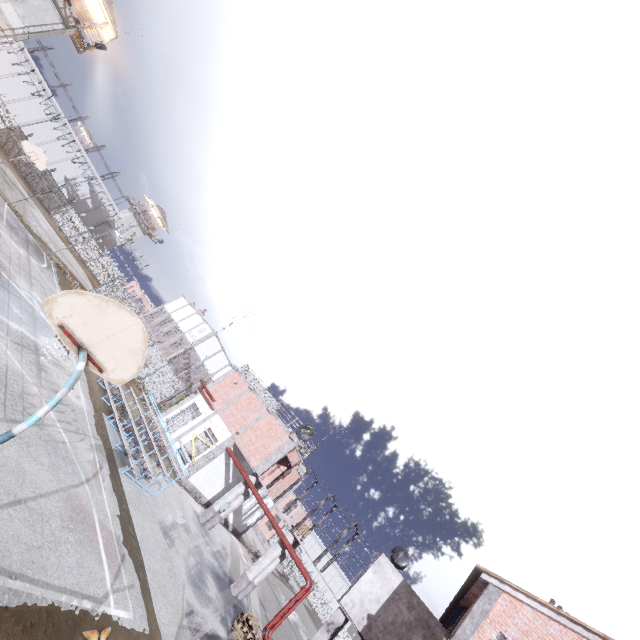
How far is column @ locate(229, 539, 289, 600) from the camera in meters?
16.8

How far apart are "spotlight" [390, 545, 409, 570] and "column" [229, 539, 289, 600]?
5.1m

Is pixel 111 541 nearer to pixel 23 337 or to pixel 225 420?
pixel 23 337

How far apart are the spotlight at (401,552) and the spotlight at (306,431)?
7.63m

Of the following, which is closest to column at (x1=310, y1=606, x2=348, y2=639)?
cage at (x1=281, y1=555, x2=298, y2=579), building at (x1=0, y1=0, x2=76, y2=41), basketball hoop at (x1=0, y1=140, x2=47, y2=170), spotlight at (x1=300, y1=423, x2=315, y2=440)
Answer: cage at (x1=281, y1=555, x2=298, y2=579)

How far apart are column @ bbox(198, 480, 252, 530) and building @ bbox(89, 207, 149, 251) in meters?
51.4 m

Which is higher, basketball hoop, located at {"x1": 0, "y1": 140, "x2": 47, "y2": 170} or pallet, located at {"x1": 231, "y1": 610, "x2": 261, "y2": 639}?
basketball hoop, located at {"x1": 0, "y1": 140, "x2": 47, "y2": 170}

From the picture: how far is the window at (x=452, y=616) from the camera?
17.1 meters
